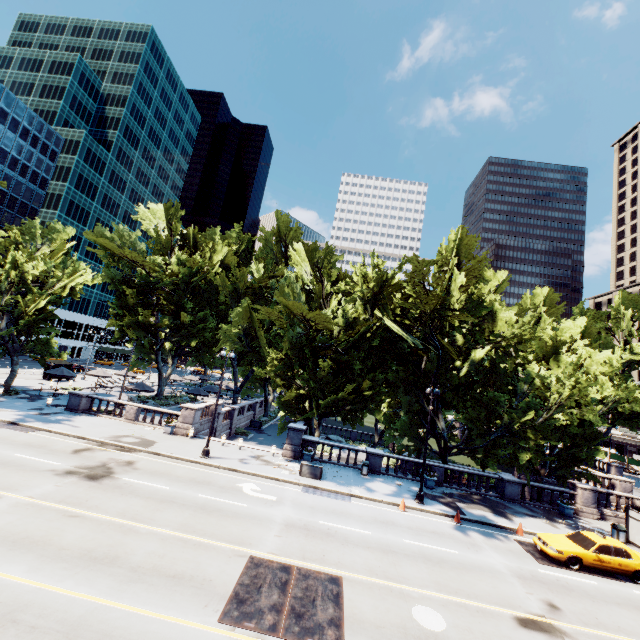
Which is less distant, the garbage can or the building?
the garbage can

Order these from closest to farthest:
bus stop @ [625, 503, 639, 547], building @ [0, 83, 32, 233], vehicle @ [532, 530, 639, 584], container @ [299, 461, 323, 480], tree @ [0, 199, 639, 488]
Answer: vehicle @ [532, 530, 639, 584], bus stop @ [625, 503, 639, 547], container @ [299, 461, 323, 480], tree @ [0, 199, 639, 488], building @ [0, 83, 32, 233]

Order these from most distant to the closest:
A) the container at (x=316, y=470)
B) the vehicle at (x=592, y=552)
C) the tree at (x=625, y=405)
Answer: the tree at (x=625, y=405)
the container at (x=316, y=470)
the vehicle at (x=592, y=552)

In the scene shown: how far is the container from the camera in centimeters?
2138cm

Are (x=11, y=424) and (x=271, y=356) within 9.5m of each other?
no

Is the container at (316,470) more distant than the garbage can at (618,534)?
Yes

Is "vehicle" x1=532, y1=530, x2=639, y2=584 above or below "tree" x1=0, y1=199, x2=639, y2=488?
below

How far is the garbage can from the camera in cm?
1975
